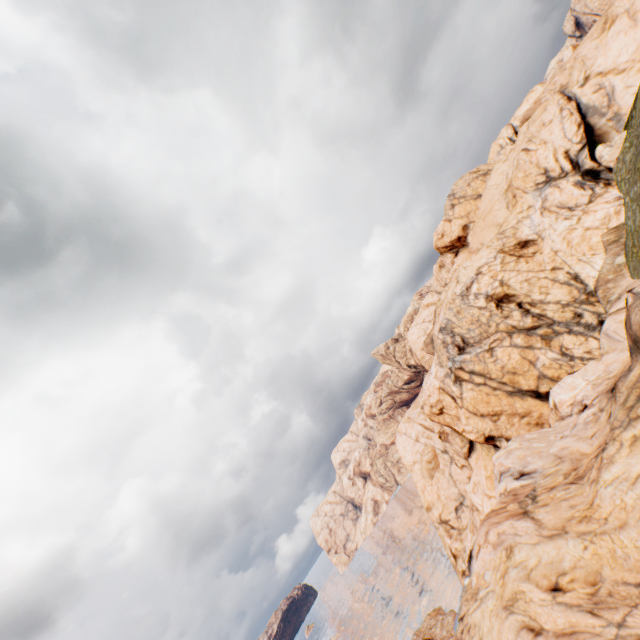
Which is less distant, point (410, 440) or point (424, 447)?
point (424, 447)
